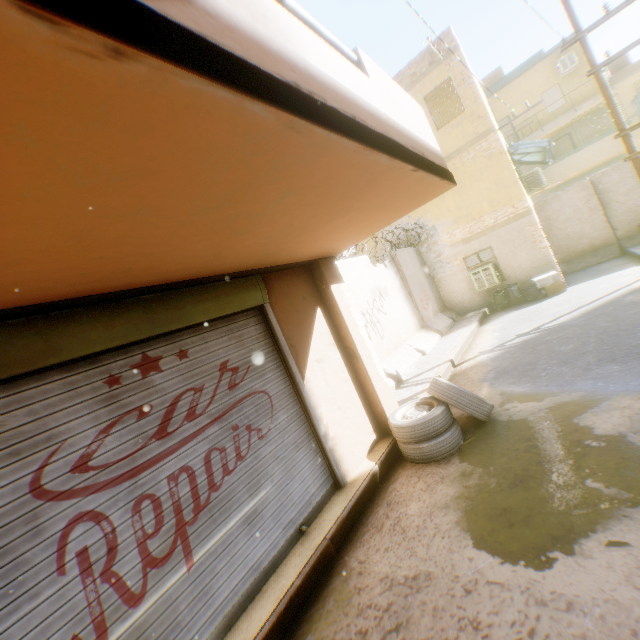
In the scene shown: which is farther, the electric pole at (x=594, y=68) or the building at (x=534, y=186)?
the building at (x=534, y=186)

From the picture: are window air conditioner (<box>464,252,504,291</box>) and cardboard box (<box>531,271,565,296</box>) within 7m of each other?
yes

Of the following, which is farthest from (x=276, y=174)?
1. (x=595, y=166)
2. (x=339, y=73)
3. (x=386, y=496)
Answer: (x=595, y=166)

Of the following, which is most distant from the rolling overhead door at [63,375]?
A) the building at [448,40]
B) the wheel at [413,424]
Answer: the wheel at [413,424]

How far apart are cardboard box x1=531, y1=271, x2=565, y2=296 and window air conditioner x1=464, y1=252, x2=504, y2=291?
1.1m

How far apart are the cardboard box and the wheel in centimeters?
820cm

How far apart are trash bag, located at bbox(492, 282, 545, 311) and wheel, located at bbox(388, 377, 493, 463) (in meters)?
8.20

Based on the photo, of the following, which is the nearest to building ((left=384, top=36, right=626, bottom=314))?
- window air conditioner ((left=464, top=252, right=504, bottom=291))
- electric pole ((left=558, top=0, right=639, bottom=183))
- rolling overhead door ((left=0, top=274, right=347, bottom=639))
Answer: rolling overhead door ((left=0, top=274, right=347, bottom=639))
